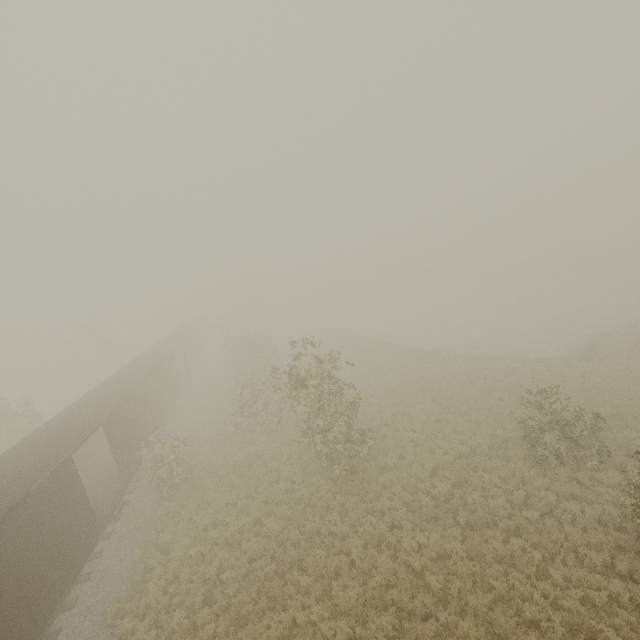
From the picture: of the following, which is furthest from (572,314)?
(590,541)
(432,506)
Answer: (432,506)
